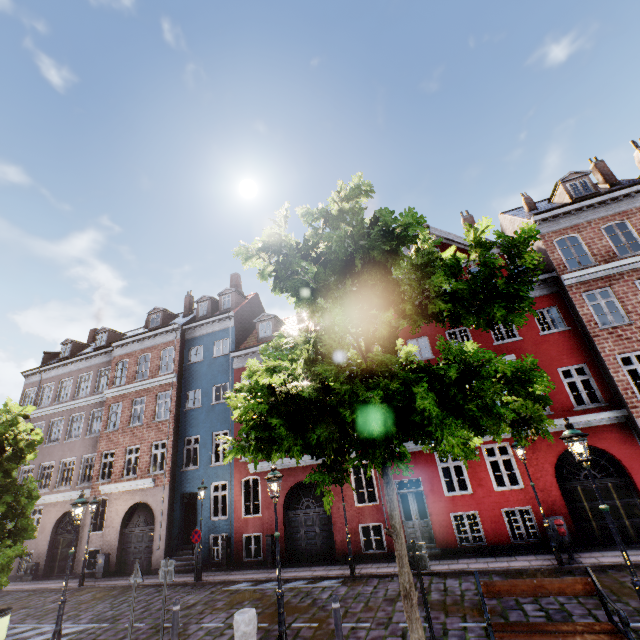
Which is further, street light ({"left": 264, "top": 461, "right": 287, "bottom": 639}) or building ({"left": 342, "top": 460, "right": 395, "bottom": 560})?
building ({"left": 342, "top": 460, "right": 395, "bottom": 560})

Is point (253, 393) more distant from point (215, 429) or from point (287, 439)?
point (215, 429)

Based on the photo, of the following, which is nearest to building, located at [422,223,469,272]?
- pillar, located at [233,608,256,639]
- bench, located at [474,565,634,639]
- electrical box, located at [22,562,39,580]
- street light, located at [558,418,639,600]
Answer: electrical box, located at [22,562,39,580]

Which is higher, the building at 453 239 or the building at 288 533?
the building at 453 239

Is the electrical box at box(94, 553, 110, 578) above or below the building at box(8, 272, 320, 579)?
below

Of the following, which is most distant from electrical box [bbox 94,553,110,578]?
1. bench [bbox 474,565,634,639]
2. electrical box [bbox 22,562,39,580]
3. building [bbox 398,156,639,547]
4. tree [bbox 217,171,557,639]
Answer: bench [bbox 474,565,634,639]

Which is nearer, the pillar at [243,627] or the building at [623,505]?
the pillar at [243,627]

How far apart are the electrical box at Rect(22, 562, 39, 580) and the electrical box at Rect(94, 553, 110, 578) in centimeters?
537cm
